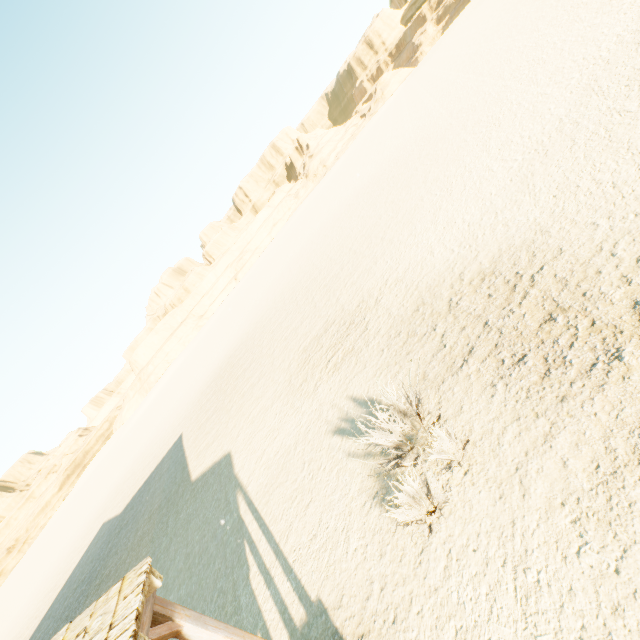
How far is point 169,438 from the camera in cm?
2544
